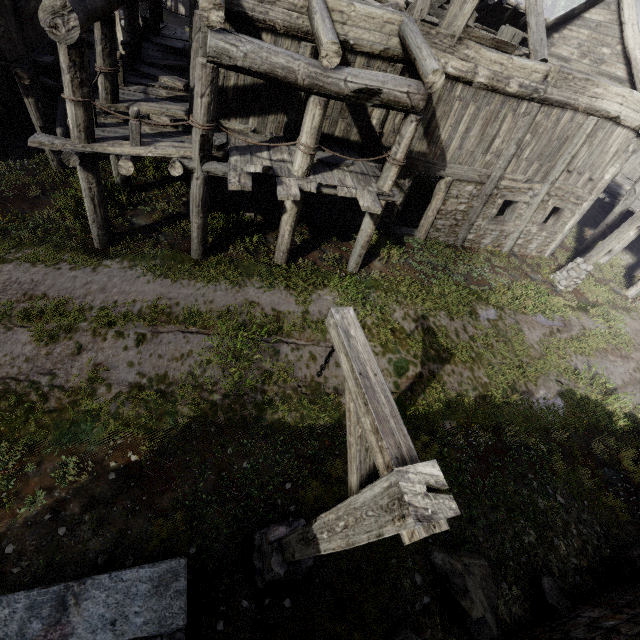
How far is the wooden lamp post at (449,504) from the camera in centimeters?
171cm

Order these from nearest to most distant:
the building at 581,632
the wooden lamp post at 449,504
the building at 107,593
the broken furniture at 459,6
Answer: the wooden lamp post at 449,504, the building at 107,593, the building at 581,632, the broken furniture at 459,6

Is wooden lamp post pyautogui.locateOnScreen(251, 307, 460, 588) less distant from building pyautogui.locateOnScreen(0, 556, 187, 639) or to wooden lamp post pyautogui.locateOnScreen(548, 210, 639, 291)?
building pyautogui.locateOnScreen(0, 556, 187, 639)

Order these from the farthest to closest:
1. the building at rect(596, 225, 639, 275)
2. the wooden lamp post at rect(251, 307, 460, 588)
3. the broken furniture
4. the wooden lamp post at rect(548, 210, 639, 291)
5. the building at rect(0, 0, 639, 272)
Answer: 1. the building at rect(596, 225, 639, 275)
2. the wooden lamp post at rect(548, 210, 639, 291)
3. the broken furniture
4. the building at rect(0, 0, 639, 272)
5. the wooden lamp post at rect(251, 307, 460, 588)

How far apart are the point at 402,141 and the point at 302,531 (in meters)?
8.05

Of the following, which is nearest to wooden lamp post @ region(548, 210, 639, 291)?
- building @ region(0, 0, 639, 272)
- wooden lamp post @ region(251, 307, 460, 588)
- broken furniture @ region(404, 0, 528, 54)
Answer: building @ region(0, 0, 639, 272)

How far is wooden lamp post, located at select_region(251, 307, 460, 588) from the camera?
1.7 meters
